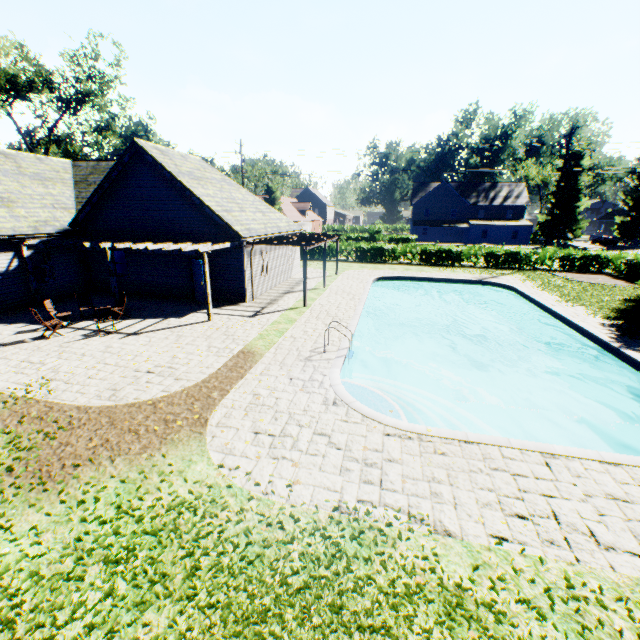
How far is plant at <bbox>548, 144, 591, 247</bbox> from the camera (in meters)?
47.81

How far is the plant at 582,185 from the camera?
47.8 meters

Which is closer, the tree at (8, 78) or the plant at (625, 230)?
the tree at (8, 78)

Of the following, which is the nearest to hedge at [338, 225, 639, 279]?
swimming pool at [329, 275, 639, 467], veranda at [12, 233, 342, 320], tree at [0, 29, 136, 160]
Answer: tree at [0, 29, 136, 160]

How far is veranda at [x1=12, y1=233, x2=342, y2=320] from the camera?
13.7 meters

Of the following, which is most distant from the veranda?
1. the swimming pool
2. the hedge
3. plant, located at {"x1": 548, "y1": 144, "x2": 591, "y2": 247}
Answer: the hedge

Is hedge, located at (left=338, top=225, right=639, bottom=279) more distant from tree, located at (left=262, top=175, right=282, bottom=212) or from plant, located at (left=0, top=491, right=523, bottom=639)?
plant, located at (left=0, top=491, right=523, bottom=639)

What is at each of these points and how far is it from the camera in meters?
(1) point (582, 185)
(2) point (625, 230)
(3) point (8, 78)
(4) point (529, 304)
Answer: (1) plant, 48.1 m
(2) plant, 58.4 m
(3) tree, 30.6 m
(4) swimming pool, 19.7 m
